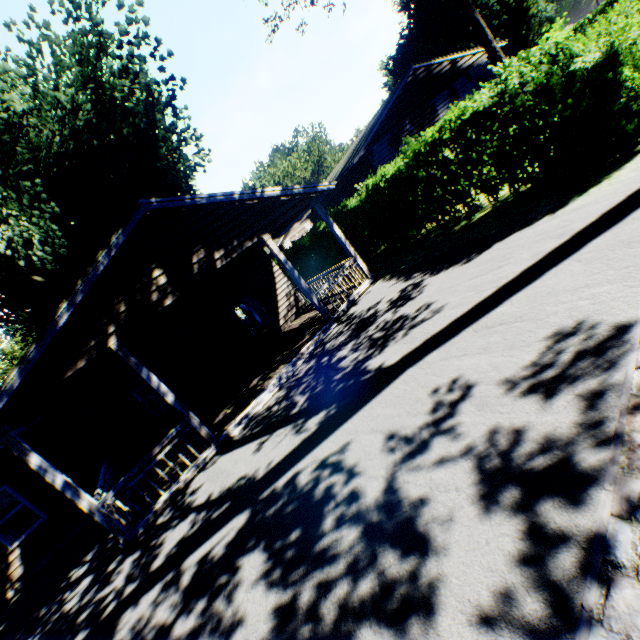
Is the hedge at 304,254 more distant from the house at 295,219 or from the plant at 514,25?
the plant at 514,25

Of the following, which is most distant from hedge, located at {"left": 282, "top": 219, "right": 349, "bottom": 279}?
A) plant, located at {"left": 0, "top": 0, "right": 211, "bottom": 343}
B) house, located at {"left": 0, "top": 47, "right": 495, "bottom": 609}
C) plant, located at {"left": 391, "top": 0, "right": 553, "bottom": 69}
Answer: plant, located at {"left": 391, "top": 0, "right": 553, "bottom": 69}

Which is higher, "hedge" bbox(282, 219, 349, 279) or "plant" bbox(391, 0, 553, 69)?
"plant" bbox(391, 0, 553, 69)

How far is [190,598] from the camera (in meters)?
4.36

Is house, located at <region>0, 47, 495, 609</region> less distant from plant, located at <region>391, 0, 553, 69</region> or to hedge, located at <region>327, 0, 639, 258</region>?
hedge, located at <region>327, 0, 639, 258</region>

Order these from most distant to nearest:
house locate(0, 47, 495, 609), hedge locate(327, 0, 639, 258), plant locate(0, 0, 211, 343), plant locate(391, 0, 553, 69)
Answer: plant locate(391, 0, 553, 69)
plant locate(0, 0, 211, 343)
house locate(0, 47, 495, 609)
hedge locate(327, 0, 639, 258)

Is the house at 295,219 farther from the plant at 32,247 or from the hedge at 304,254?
the hedge at 304,254

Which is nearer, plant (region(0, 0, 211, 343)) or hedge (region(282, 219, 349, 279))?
plant (region(0, 0, 211, 343))
